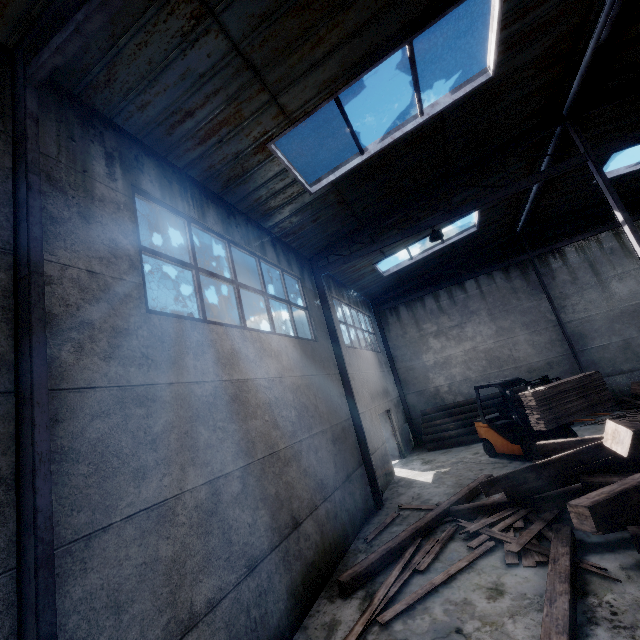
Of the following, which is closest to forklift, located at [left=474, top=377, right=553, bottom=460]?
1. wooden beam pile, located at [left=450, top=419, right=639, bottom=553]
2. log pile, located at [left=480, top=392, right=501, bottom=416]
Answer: log pile, located at [left=480, top=392, right=501, bottom=416]

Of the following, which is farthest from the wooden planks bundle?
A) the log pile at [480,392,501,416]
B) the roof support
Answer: the roof support

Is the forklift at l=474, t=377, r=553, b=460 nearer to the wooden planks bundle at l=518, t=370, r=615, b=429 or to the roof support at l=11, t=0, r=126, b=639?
the wooden planks bundle at l=518, t=370, r=615, b=429

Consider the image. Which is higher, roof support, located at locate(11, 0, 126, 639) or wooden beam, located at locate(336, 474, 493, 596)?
roof support, located at locate(11, 0, 126, 639)

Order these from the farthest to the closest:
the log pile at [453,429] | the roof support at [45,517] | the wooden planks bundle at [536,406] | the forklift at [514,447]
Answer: the log pile at [453,429]
the forklift at [514,447]
the wooden planks bundle at [536,406]
the roof support at [45,517]

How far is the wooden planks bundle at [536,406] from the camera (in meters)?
8.19

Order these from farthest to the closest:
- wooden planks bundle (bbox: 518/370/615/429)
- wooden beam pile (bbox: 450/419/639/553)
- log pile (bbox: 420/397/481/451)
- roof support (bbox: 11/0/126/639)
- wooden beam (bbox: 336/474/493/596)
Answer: log pile (bbox: 420/397/481/451)
wooden planks bundle (bbox: 518/370/615/429)
wooden beam (bbox: 336/474/493/596)
wooden beam pile (bbox: 450/419/639/553)
roof support (bbox: 11/0/126/639)

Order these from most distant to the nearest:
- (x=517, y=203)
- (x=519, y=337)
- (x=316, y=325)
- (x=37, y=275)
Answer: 1. (x=519, y=337)
2. (x=517, y=203)
3. (x=316, y=325)
4. (x=37, y=275)
